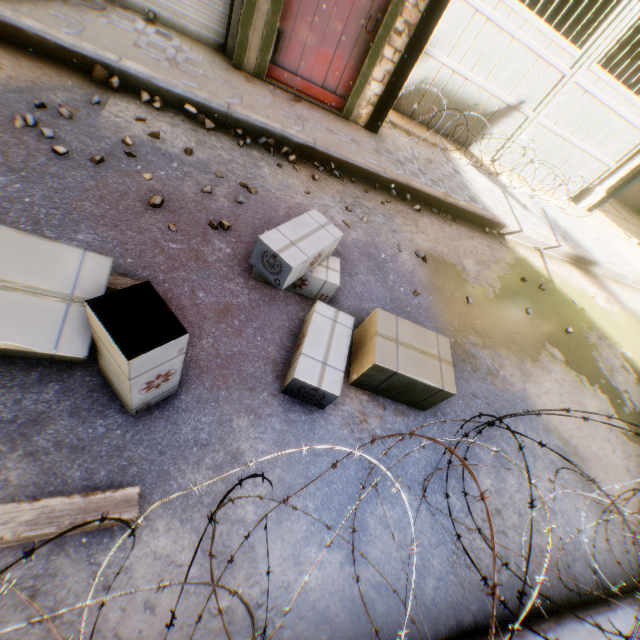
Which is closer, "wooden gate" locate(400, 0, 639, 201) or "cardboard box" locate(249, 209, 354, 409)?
"cardboard box" locate(249, 209, 354, 409)

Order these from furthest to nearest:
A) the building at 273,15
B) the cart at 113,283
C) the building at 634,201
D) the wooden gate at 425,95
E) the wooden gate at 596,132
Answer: the building at 634,201 < the wooden gate at 425,95 < the wooden gate at 596,132 < the building at 273,15 < the cart at 113,283

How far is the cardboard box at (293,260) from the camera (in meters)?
2.17

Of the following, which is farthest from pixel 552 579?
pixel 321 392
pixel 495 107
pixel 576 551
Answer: pixel 495 107

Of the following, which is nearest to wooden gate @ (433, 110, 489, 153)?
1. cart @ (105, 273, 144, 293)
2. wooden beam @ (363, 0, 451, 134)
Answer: wooden beam @ (363, 0, 451, 134)

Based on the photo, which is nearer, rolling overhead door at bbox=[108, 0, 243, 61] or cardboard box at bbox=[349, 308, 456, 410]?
cardboard box at bbox=[349, 308, 456, 410]

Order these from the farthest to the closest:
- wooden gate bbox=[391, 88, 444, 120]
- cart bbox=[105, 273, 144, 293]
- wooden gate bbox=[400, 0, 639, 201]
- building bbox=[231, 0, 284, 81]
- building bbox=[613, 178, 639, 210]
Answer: building bbox=[613, 178, 639, 210], wooden gate bbox=[391, 88, 444, 120], wooden gate bbox=[400, 0, 639, 201], building bbox=[231, 0, 284, 81], cart bbox=[105, 273, 144, 293]

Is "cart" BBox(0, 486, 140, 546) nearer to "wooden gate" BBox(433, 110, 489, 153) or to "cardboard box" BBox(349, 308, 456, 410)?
"cardboard box" BBox(349, 308, 456, 410)
